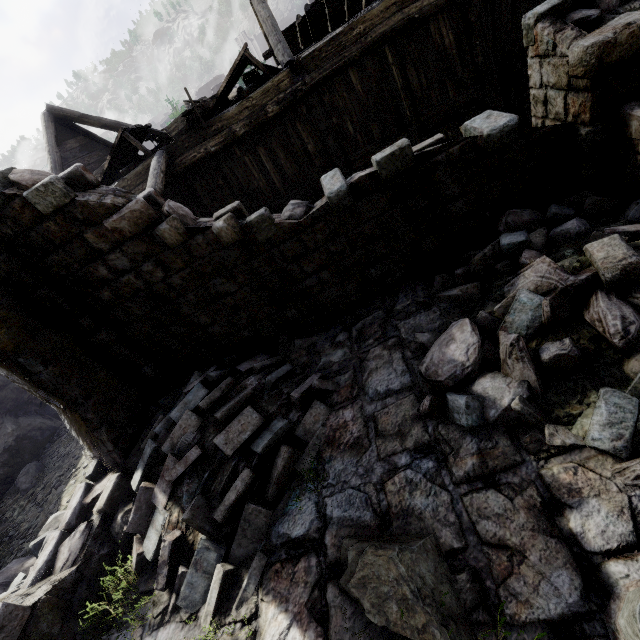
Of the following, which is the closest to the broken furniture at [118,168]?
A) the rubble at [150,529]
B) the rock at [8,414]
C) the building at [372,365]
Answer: the building at [372,365]

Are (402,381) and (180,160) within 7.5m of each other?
no

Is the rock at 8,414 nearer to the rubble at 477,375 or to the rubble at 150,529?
the rubble at 150,529

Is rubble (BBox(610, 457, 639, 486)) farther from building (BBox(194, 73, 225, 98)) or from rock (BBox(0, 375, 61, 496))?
rock (BBox(0, 375, 61, 496))

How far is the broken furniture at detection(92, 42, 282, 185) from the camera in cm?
945

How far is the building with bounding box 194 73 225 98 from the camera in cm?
5228

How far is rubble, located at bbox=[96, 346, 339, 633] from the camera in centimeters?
406cm

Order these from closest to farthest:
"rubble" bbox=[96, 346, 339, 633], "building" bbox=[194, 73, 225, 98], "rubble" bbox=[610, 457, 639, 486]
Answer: "rubble" bbox=[610, 457, 639, 486] → "rubble" bbox=[96, 346, 339, 633] → "building" bbox=[194, 73, 225, 98]
